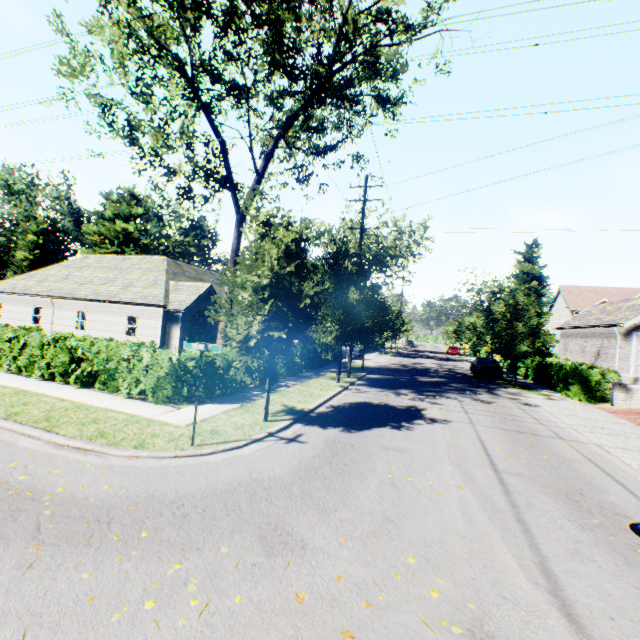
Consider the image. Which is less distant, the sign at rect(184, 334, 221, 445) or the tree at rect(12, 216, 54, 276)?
the sign at rect(184, 334, 221, 445)

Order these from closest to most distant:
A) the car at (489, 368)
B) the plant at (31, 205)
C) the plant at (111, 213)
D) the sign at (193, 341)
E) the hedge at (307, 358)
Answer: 1. the sign at (193, 341)
2. the hedge at (307, 358)
3. the car at (489, 368)
4. the plant at (31, 205)
5. the plant at (111, 213)

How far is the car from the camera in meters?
23.9 m

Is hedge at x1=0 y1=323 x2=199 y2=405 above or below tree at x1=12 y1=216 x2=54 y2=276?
below

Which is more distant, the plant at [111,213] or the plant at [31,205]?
the plant at [111,213]

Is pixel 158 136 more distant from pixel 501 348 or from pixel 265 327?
pixel 501 348

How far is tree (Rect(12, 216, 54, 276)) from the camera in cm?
5091

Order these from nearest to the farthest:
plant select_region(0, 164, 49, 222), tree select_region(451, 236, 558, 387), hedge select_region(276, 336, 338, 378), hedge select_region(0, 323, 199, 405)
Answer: hedge select_region(0, 323, 199, 405)
hedge select_region(276, 336, 338, 378)
tree select_region(451, 236, 558, 387)
plant select_region(0, 164, 49, 222)
